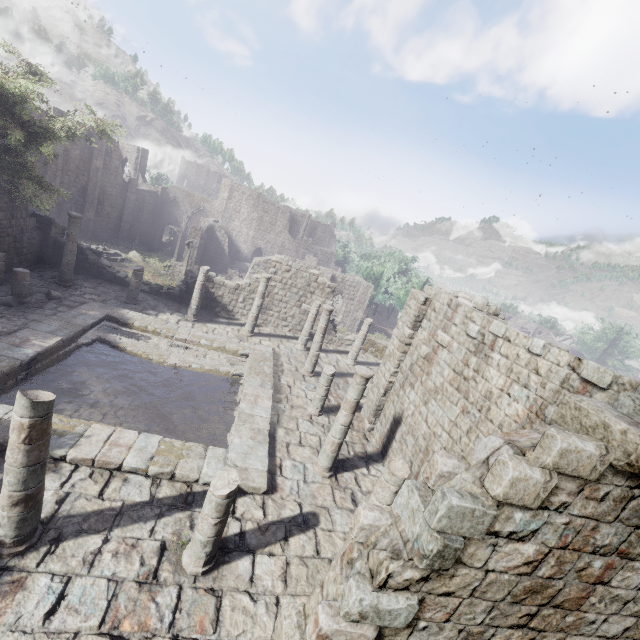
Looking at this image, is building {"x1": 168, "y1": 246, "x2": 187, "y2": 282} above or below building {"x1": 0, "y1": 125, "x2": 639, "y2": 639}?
below

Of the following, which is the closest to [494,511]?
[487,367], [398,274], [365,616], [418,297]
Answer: [365,616]

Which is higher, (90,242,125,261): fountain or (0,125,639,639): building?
(0,125,639,639): building

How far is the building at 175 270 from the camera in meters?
31.4

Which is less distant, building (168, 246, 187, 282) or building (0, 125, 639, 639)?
building (0, 125, 639, 639)

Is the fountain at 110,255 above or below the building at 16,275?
below

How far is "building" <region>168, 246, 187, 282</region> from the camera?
31.4m
